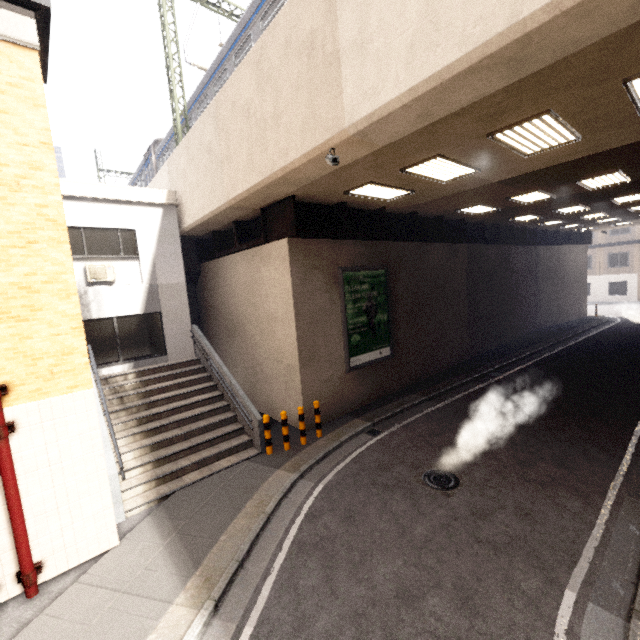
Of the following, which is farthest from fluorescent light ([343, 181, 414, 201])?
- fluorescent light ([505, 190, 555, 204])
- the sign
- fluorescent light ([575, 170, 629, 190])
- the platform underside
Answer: fluorescent light ([575, 170, 629, 190])

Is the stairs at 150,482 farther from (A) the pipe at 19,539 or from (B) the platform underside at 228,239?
(B) the platform underside at 228,239

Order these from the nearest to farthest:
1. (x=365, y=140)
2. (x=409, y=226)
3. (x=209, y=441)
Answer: (x=365, y=140) < (x=209, y=441) < (x=409, y=226)

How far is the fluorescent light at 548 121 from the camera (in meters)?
5.50

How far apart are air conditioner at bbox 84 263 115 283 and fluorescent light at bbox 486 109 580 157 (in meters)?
11.29

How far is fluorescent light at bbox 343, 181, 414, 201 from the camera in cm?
848

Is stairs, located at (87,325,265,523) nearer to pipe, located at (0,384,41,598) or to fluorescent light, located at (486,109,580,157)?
pipe, located at (0,384,41,598)

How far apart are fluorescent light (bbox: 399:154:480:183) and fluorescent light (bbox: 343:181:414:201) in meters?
Answer: 0.9 m
